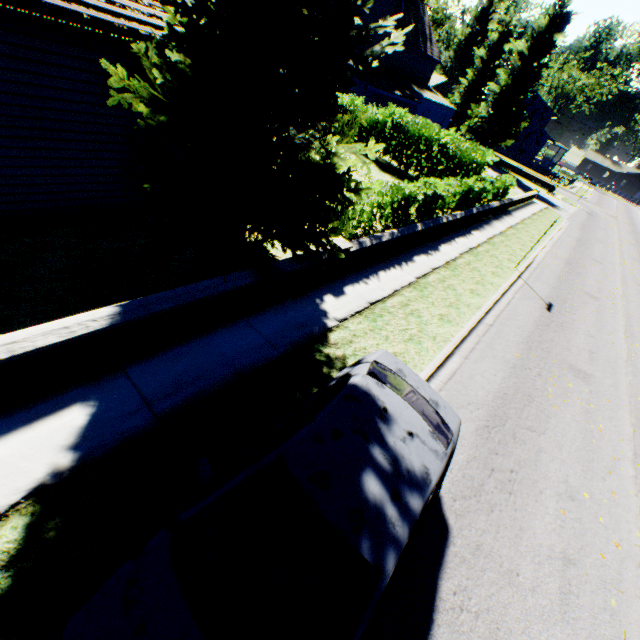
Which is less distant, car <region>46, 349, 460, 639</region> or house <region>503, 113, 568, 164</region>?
car <region>46, 349, 460, 639</region>

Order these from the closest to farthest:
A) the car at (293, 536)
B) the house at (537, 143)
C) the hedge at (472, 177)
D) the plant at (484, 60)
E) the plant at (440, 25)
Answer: the car at (293, 536)
the hedge at (472, 177)
the plant at (484, 60)
the plant at (440, 25)
the house at (537, 143)

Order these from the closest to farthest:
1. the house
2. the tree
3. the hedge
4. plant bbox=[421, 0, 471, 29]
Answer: the tree < the hedge < plant bbox=[421, 0, 471, 29] < the house

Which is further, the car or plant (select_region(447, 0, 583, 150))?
plant (select_region(447, 0, 583, 150))

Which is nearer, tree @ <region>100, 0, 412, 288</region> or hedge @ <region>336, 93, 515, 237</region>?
tree @ <region>100, 0, 412, 288</region>

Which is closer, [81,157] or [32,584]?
[32,584]

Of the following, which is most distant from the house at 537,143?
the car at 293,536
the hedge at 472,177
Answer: the car at 293,536

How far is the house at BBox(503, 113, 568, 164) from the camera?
54.38m
